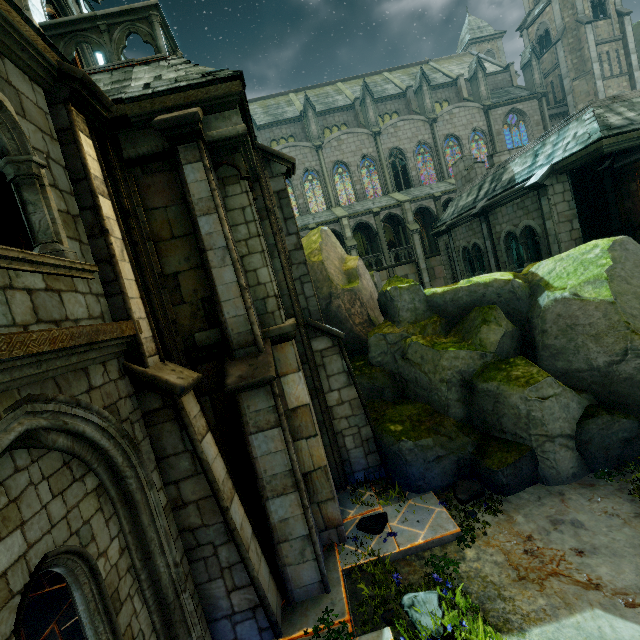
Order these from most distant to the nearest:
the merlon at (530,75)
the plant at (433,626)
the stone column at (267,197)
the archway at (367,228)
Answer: the merlon at (530,75)
the archway at (367,228)
the stone column at (267,197)
the plant at (433,626)

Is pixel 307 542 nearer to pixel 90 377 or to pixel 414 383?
pixel 90 377

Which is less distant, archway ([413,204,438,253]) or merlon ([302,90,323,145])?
archway ([413,204,438,253])

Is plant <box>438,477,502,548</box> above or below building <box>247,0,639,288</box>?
below

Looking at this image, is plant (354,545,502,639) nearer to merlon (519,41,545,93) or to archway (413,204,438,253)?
archway (413,204,438,253)

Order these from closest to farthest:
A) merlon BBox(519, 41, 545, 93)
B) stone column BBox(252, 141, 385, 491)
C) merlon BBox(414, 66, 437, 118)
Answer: stone column BBox(252, 141, 385, 491)
merlon BBox(414, 66, 437, 118)
merlon BBox(519, 41, 545, 93)

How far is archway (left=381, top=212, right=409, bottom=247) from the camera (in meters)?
30.08

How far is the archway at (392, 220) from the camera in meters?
30.1
